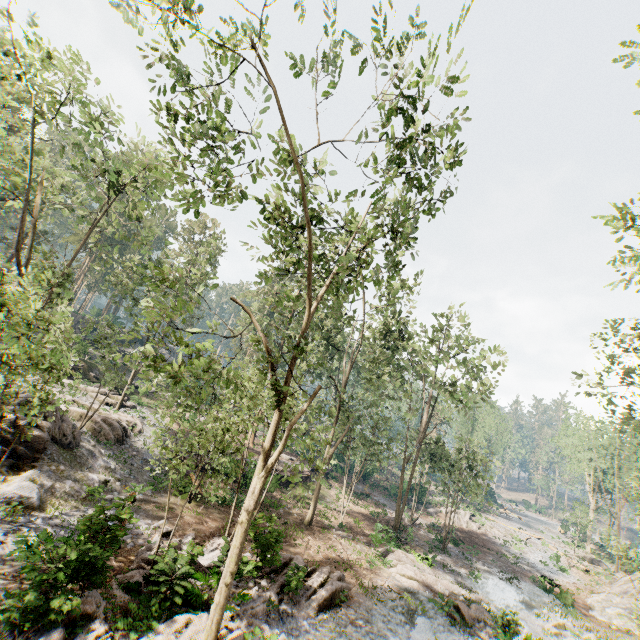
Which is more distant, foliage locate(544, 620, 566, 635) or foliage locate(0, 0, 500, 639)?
foliage locate(544, 620, 566, 635)

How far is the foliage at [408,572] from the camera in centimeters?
1698cm

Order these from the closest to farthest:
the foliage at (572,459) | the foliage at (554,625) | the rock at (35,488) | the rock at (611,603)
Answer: the rock at (35,488), the foliage at (554,625), the rock at (611,603), the foliage at (572,459)

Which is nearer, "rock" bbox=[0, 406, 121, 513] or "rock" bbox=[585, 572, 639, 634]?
"rock" bbox=[0, 406, 121, 513]

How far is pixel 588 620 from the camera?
22.2 meters

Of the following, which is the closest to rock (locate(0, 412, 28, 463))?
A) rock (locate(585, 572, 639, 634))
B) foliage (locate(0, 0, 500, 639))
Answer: foliage (locate(0, 0, 500, 639))

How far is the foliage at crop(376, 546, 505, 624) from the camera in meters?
17.0 m

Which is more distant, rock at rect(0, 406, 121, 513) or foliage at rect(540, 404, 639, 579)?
foliage at rect(540, 404, 639, 579)
